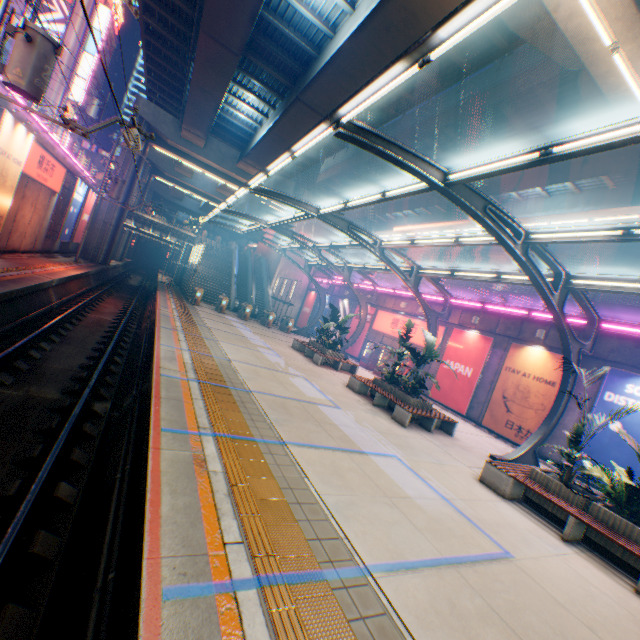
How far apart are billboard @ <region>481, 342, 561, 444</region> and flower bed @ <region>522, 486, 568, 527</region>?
6.2 meters

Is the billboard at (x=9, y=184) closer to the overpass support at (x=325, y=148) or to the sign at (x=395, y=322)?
the overpass support at (x=325, y=148)

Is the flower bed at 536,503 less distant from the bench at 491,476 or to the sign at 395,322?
the bench at 491,476

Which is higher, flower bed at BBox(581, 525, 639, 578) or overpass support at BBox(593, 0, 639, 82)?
overpass support at BBox(593, 0, 639, 82)

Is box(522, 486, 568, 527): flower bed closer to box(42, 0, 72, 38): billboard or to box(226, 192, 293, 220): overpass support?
box(226, 192, 293, 220): overpass support

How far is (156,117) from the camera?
29.11m

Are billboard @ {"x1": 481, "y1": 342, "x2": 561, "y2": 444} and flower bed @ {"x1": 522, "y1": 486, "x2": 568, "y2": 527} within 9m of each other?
yes

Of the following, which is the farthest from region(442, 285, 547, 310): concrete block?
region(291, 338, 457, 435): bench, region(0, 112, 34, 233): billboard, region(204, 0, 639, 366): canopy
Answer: region(0, 112, 34, 233): billboard
